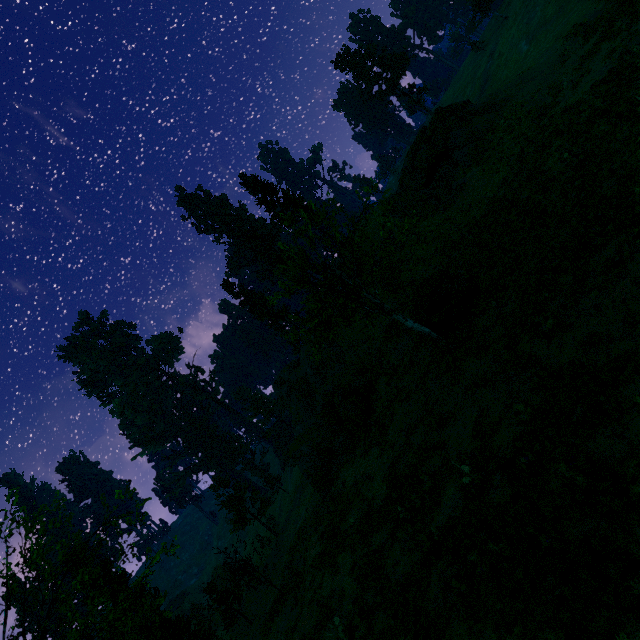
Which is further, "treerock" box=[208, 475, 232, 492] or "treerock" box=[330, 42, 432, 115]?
"treerock" box=[330, 42, 432, 115]

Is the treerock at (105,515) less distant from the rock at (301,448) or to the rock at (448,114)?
the rock at (301,448)

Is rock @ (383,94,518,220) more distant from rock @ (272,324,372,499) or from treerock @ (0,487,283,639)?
treerock @ (0,487,283,639)

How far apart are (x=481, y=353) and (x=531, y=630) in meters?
9.2

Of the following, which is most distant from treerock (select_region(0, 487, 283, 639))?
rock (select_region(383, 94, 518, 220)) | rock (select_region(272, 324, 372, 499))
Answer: rock (select_region(383, 94, 518, 220))

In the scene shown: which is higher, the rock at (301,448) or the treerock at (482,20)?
the treerock at (482,20)
